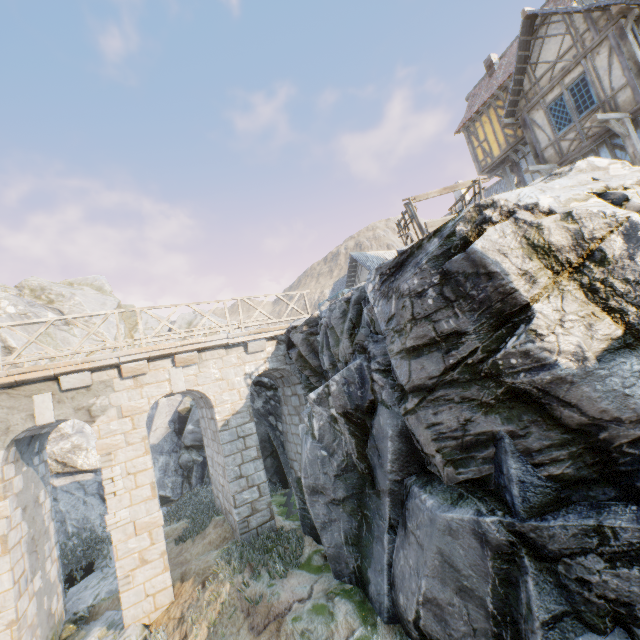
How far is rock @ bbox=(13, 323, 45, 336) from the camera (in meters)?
21.60

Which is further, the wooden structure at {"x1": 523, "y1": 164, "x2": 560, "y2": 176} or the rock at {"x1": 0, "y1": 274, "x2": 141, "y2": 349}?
the rock at {"x1": 0, "y1": 274, "x2": 141, "y2": 349}

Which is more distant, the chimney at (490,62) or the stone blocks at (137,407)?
the chimney at (490,62)

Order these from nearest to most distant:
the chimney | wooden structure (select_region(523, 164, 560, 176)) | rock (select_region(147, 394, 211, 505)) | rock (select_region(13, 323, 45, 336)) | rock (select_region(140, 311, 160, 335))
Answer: wooden structure (select_region(523, 164, 560, 176)) < the chimney < rock (select_region(147, 394, 211, 505)) < rock (select_region(13, 323, 45, 336)) < rock (select_region(140, 311, 160, 335))

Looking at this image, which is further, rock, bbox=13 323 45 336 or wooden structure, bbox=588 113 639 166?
rock, bbox=13 323 45 336

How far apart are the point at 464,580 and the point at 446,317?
4.0m

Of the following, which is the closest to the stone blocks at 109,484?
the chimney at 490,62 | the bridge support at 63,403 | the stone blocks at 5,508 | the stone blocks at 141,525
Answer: the bridge support at 63,403
